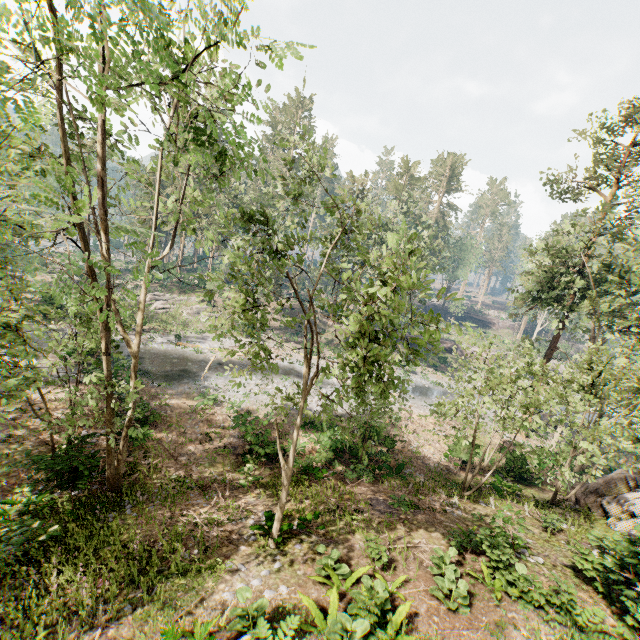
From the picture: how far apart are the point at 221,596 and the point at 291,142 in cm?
6459

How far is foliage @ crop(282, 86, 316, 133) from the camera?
57.88m

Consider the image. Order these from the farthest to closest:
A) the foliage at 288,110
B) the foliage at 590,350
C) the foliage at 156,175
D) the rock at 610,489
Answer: the foliage at 288,110
the rock at 610,489
the foliage at 590,350
the foliage at 156,175

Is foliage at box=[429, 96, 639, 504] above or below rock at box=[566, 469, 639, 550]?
above

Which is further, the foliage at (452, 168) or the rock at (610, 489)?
the foliage at (452, 168)

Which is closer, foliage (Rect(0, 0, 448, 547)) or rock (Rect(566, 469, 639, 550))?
foliage (Rect(0, 0, 448, 547))

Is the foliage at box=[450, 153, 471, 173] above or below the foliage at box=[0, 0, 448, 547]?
above
